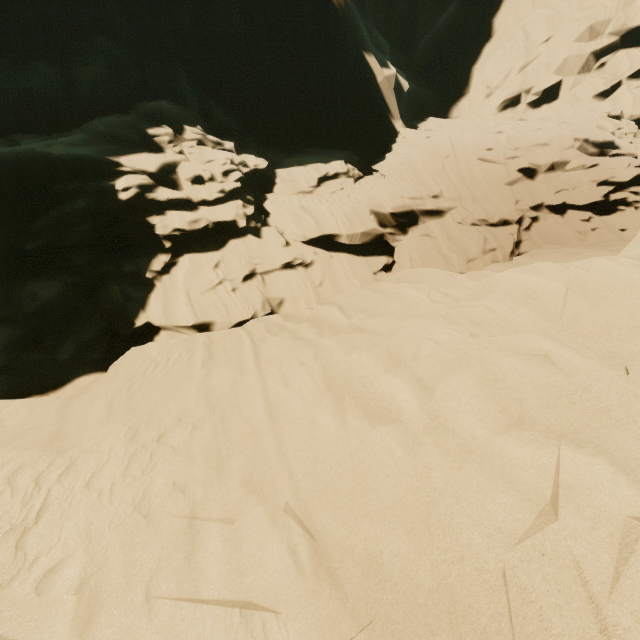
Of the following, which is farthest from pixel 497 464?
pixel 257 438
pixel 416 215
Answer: pixel 416 215
